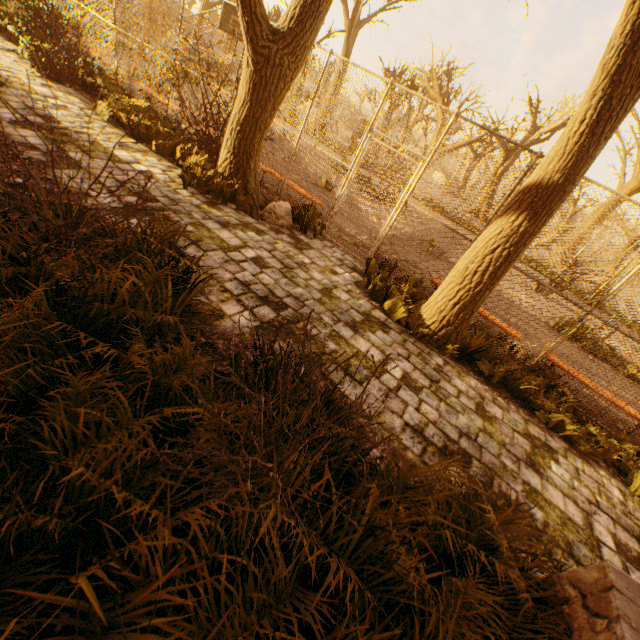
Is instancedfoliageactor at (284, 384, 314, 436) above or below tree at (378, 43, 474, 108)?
below

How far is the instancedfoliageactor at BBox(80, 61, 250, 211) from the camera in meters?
5.6 m

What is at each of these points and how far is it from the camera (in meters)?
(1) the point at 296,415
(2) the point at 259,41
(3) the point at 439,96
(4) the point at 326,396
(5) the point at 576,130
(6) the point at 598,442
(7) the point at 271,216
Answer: (1) instancedfoliageactor, 2.42
(2) tree, 4.46
(3) tree, 20.52
(4) instancedfoliageactor, 3.11
(5) tree, 3.53
(6) instancedfoliageactor, 4.70
(7) rock, 6.16

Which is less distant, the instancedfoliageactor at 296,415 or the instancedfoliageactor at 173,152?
the instancedfoliageactor at 296,415

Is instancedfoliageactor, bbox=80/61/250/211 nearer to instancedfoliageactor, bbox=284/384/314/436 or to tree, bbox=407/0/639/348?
tree, bbox=407/0/639/348

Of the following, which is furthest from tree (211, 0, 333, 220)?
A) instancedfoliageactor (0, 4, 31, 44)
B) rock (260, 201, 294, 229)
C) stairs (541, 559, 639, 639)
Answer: instancedfoliageactor (0, 4, 31, 44)

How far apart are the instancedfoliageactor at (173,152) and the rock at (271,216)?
2.0m

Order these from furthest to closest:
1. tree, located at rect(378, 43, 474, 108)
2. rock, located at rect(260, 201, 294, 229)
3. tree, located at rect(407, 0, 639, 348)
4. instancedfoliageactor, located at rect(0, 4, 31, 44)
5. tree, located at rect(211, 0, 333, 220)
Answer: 1. tree, located at rect(378, 43, 474, 108)
2. instancedfoliageactor, located at rect(0, 4, 31, 44)
3. rock, located at rect(260, 201, 294, 229)
4. tree, located at rect(211, 0, 333, 220)
5. tree, located at rect(407, 0, 639, 348)
